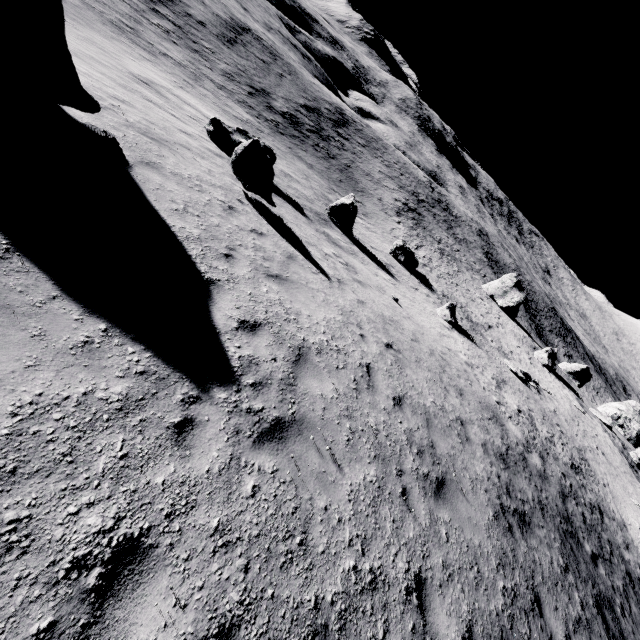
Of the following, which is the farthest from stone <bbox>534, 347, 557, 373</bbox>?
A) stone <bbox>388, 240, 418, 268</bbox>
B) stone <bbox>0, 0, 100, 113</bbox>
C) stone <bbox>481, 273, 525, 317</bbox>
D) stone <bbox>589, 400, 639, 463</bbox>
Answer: stone <bbox>0, 0, 100, 113</bbox>

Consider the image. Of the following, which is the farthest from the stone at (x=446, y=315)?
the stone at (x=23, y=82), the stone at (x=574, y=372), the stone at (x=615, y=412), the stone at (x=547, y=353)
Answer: the stone at (x=574, y=372)

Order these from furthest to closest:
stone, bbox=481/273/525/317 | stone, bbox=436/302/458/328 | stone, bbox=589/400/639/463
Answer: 1. stone, bbox=481/273/525/317
2. stone, bbox=589/400/639/463
3. stone, bbox=436/302/458/328

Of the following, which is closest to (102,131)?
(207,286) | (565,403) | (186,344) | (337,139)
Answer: (207,286)

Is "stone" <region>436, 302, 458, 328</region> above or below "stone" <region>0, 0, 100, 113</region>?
below

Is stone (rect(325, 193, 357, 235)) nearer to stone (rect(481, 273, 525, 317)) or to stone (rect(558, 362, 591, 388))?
stone (rect(481, 273, 525, 317))

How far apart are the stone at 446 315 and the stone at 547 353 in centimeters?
2153cm

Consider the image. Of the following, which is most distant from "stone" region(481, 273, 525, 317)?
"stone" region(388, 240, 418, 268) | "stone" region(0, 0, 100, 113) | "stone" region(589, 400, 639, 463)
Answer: "stone" region(0, 0, 100, 113)
